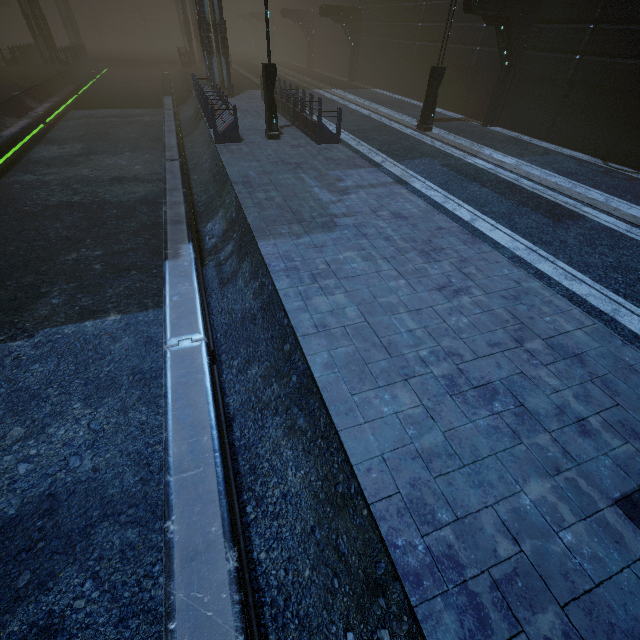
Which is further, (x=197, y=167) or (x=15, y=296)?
(x=197, y=167)

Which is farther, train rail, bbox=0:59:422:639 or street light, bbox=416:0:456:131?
street light, bbox=416:0:456:131

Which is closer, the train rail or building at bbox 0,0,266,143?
the train rail

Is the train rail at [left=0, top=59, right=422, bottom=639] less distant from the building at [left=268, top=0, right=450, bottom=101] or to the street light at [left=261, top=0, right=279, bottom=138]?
the building at [left=268, top=0, right=450, bottom=101]

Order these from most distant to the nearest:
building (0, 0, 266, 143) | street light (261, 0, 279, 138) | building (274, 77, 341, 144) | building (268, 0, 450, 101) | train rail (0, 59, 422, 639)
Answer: building (268, 0, 450, 101) → building (0, 0, 266, 143) → building (274, 77, 341, 144) → street light (261, 0, 279, 138) → train rail (0, 59, 422, 639)

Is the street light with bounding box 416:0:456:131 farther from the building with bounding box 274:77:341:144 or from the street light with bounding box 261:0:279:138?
the street light with bounding box 261:0:279:138

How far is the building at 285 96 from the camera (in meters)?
12.84

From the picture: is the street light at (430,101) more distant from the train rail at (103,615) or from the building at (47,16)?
the train rail at (103,615)
